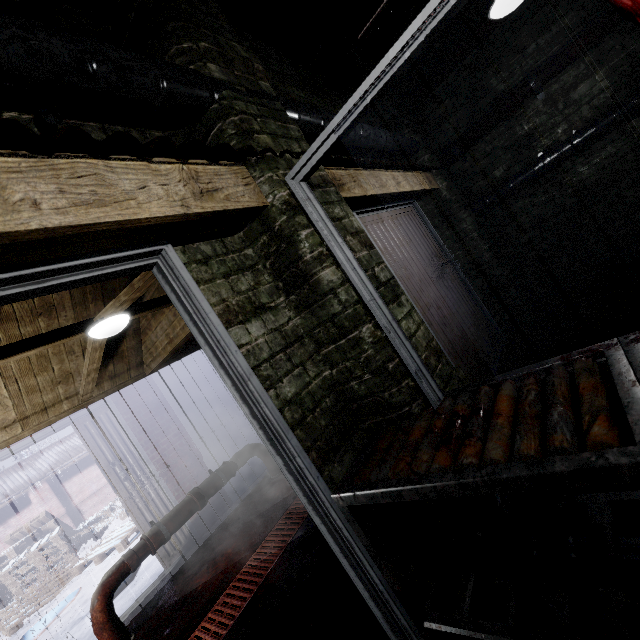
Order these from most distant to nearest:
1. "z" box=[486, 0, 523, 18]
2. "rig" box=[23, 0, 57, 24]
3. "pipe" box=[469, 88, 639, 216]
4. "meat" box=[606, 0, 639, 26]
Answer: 1. "pipe" box=[469, 88, 639, 216]
2. "z" box=[486, 0, 523, 18]
3. "rig" box=[23, 0, 57, 24]
4. "meat" box=[606, 0, 639, 26]

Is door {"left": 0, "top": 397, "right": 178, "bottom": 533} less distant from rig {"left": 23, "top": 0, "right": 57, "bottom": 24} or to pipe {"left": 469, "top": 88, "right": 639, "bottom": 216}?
rig {"left": 23, "top": 0, "right": 57, "bottom": 24}

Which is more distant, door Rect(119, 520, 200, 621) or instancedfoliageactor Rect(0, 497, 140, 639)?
instancedfoliageactor Rect(0, 497, 140, 639)

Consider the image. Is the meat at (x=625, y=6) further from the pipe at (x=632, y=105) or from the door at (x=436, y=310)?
the pipe at (x=632, y=105)

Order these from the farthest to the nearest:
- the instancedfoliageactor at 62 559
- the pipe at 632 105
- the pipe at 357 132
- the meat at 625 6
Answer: the instancedfoliageactor at 62 559 < the pipe at 632 105 < the pipe at 357 132 < the meat at 625 6

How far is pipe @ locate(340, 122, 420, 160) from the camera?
2.6 meters

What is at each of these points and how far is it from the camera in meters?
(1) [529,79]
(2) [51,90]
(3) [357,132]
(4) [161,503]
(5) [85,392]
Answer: (1) pipe, 3.5 m
(2) pipe, 1.0 m
(3) pipe, 2.6 m
(4) door, 3.7 m
(5) beam, 3.4 m

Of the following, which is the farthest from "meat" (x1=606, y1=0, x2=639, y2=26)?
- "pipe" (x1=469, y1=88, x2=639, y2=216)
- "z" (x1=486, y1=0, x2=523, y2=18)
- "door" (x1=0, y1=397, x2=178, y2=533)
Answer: "door" (x1=0, y1=397, x2=178, y2=533)
